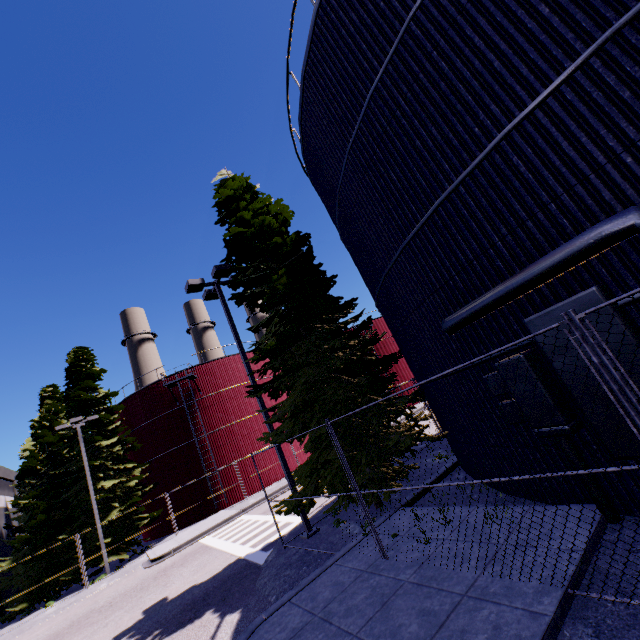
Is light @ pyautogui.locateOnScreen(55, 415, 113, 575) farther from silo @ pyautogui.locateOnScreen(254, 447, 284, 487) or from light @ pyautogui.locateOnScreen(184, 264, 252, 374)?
light @ pyautogui.locateOnScreen(184, 264, 252, 374)

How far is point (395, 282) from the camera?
8.6 meters

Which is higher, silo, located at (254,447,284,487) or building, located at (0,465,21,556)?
building, located at (0,465,21,556)

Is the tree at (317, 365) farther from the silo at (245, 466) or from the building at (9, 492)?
the building at (9, 492)

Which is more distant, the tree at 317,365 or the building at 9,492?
the building at 9,492

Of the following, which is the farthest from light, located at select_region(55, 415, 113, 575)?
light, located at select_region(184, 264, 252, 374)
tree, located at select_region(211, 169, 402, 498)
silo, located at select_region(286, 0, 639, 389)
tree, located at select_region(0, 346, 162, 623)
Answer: light, located at select_region(184, 264, 252, 374)

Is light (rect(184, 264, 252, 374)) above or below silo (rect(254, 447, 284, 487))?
above

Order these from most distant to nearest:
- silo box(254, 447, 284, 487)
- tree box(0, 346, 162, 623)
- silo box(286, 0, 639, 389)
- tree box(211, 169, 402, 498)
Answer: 1. silo box(254, 447, 284, 487)
2. tree box(0, 346, 162, 623)
3. tree box(211, 169, 402, 498)
4. silo box(286, 0, 639, 389)
